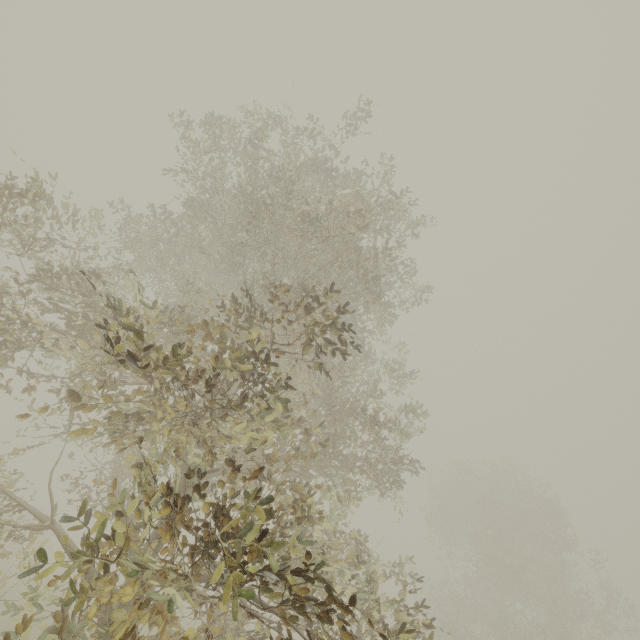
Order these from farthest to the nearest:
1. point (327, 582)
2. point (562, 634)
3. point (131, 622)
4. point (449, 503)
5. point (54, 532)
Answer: point (449, 503)
point (562, 634)
point (54, 532)
point (327, 582)
point (131, 622)
